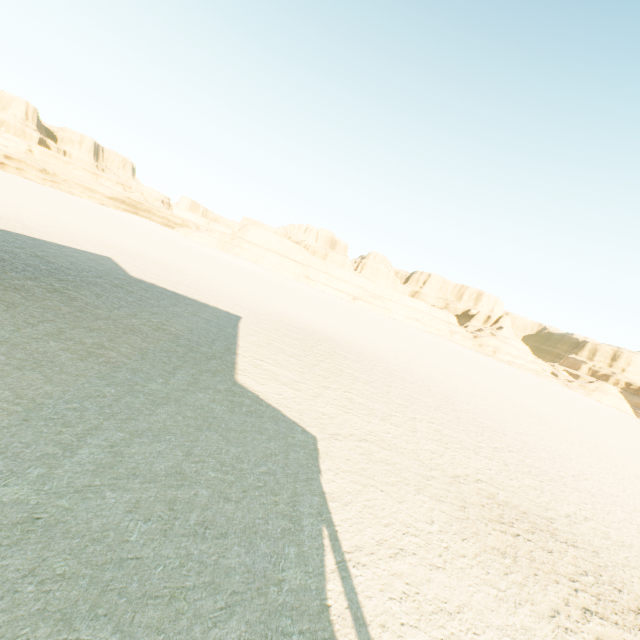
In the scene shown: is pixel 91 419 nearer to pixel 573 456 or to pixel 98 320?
pixel 98 320
